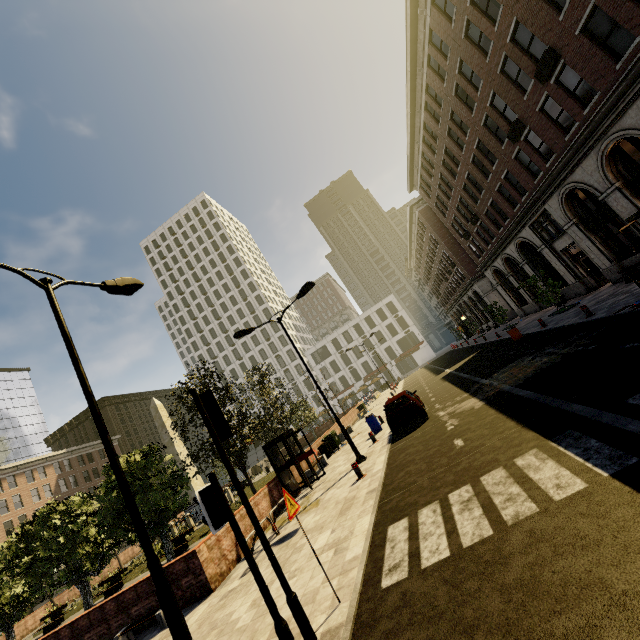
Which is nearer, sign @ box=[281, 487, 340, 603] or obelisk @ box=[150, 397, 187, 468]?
sign @ box=[281, 487, 340, 603]

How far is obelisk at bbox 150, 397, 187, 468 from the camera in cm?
2913

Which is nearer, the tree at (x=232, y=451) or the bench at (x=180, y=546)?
the tree at (x=232, y=451)

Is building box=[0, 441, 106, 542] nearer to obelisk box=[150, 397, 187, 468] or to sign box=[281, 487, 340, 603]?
sign box=[281, 487, 340, 603]

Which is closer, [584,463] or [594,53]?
[584,463]

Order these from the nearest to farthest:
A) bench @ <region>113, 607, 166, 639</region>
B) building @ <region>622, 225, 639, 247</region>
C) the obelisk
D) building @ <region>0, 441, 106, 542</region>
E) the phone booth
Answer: bench @ <region>113, 607, 166, 639</region>
the phone booth
building @ <region>622, 225, 639, 247</region>
the obelisk
building @ <region>0, 441, 106, 542</region>

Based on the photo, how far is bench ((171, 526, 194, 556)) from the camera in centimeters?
1877cm

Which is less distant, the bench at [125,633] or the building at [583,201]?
the bench at [125,633]
